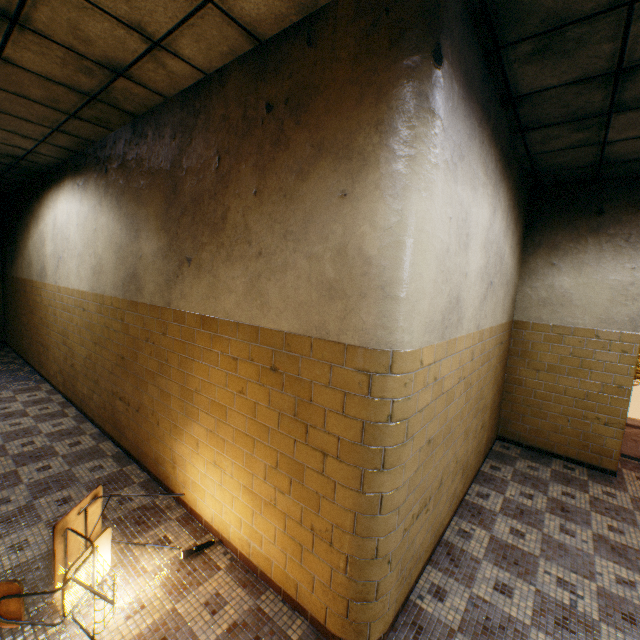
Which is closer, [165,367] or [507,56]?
[507,56]

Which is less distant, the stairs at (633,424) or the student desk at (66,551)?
the student desk at (66,551)

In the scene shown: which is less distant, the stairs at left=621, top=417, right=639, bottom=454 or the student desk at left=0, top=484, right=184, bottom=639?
the student desk at left=0, top=484, right=184, bottom=639

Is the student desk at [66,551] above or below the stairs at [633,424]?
above

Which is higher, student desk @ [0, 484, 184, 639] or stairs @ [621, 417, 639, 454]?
student desk @ [0, 484, 184, 639]
